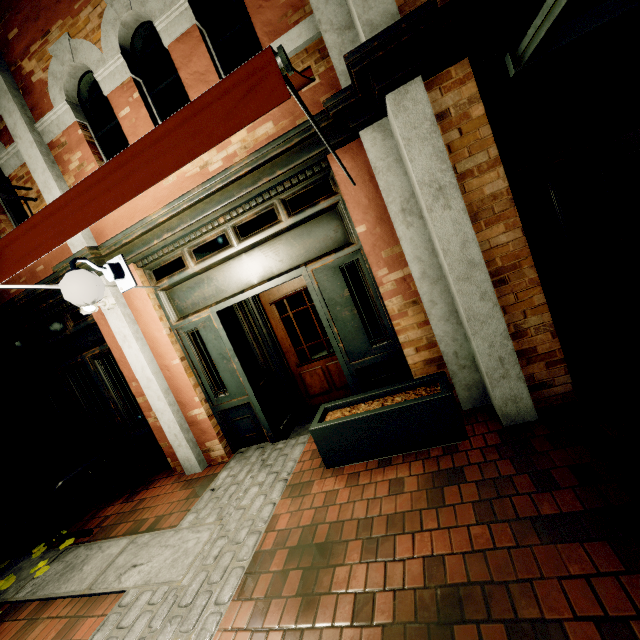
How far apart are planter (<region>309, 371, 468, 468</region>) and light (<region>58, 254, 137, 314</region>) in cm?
230

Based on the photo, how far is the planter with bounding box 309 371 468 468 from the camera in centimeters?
293cm

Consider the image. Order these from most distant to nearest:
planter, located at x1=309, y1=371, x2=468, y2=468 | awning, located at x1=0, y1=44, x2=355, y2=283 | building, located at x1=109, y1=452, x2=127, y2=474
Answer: building, located at x1=109, y1=452, x2=127, y2=474 < planter, located at x1=309, y1=371, x2=468, y2=468 < awning, located at x1=0, y1=44, x2=355, y2=283

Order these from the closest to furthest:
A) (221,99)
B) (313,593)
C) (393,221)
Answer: (221,99), (313,593), (393,221)

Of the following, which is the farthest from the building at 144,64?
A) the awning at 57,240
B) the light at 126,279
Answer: the light at 126,279

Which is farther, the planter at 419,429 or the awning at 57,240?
A: the planter at 419,429

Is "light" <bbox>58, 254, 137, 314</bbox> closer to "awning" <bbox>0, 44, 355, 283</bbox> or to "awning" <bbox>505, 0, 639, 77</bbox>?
"awning" <bbox>0, 44, 355, 283</bbox>

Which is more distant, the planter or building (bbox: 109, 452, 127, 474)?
building (bbox: 109, 452, 127, 474)
